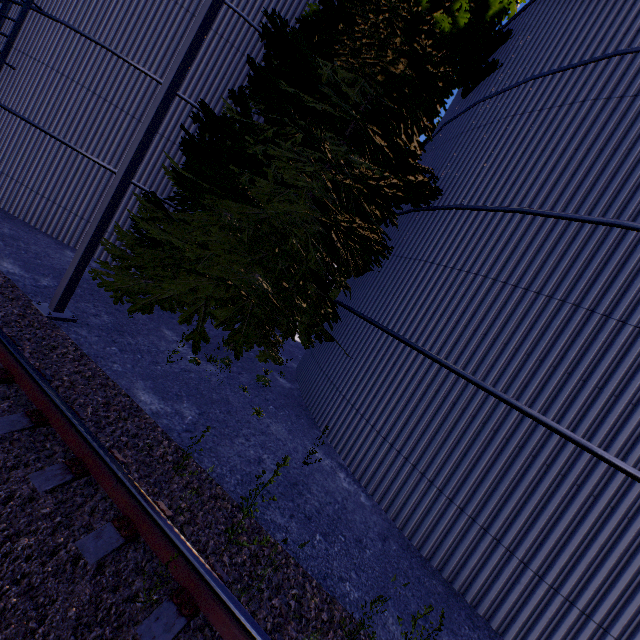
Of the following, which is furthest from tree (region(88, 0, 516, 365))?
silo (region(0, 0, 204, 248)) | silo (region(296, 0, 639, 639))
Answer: silo (region(0, 0, 204, 248))

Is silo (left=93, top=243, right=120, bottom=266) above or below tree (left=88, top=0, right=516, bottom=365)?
below

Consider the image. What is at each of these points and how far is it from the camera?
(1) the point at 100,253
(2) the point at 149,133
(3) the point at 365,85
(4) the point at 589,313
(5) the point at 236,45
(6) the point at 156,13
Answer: (1) silo, 10.53m
(2) light, 5.49m
(3) tree, 7.93m
(4) silo, 4.70m
(5) silo, 10.17m
(6) silo, 9.66m

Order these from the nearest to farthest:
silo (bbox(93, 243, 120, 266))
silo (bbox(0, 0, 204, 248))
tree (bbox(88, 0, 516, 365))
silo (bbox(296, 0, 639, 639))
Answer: silo (bbox(296, 0, 639, 639)) → tree (bbox(88, 0, 516, 365)) → silo (bbox(0, 0, 204, 248)) → silo (bbox(93, 243, 120, 266))

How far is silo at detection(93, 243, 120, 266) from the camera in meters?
10.5 m

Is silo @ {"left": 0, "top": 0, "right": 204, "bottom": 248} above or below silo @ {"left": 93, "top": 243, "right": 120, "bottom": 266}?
above

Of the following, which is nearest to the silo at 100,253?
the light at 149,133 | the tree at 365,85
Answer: the tree at 365,85
